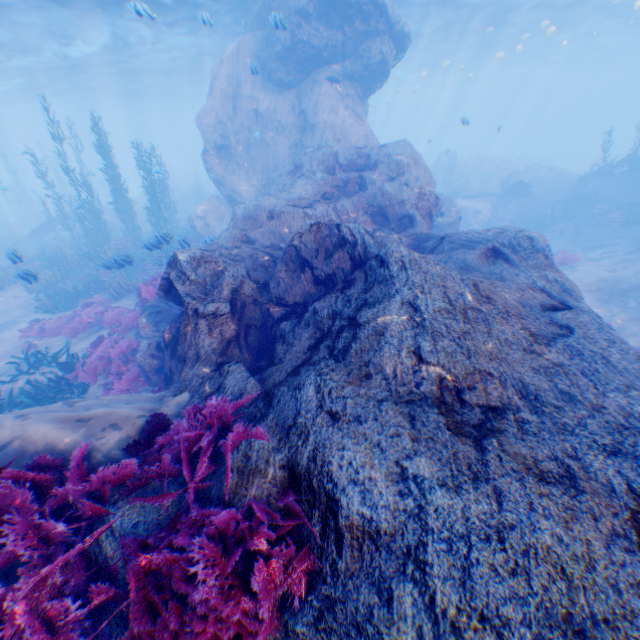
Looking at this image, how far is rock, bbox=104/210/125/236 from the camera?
26.33m

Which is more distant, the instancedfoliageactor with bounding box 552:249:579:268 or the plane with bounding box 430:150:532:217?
the plane with bounding box 430:150:532:217

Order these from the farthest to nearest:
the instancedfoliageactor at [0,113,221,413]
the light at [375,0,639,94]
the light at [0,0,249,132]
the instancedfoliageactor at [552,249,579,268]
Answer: the light at [375,0,639,94] → the light at [0,0,249,132] → the instancedfoliageactor at [552,249,579,268] → the instancedfoliageactor at [0,113,221,413]

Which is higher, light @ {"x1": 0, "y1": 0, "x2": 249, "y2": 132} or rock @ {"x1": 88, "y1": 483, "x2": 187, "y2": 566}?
light @ {"x1": 0, "y1": 0, "x2": 249, "y2": 132}

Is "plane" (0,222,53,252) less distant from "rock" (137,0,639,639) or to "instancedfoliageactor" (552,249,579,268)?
"rock" (137,0,639,639)

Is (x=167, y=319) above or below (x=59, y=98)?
below

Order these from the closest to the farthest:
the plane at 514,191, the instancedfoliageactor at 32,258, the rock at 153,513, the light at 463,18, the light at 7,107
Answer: the rock at 153,513 < the instancedfoliageactor at 32,258 < the light at 7,107 < the light at 463,18 < the plane at 514,191

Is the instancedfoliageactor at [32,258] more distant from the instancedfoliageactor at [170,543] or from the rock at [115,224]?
the instancedfoliageactor at [170,543]
